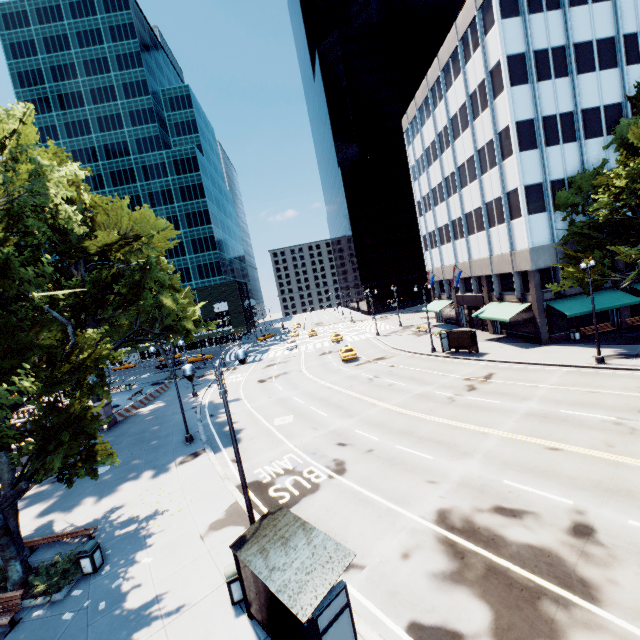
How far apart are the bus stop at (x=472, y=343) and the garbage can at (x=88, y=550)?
29.3 meters

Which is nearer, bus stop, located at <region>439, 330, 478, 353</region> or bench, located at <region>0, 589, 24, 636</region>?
bench, located at <region>0, 589, 24, 636</region>

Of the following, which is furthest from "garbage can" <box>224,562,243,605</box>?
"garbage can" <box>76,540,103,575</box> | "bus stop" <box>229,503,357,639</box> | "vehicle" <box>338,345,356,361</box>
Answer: "vehicle" <box>338,345,356,361</box>

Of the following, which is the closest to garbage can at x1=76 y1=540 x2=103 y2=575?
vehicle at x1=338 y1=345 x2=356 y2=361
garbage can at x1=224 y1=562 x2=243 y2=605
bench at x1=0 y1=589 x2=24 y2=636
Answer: bench at x1=0 y1=589 x2=24 y2=636

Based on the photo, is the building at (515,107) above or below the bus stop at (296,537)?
above

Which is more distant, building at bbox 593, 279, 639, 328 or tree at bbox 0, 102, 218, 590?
building at bbox 593, 279, 639, 328

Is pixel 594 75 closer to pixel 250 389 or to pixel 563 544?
pixel 563 544

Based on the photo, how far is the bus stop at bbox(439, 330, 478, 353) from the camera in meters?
30.9
